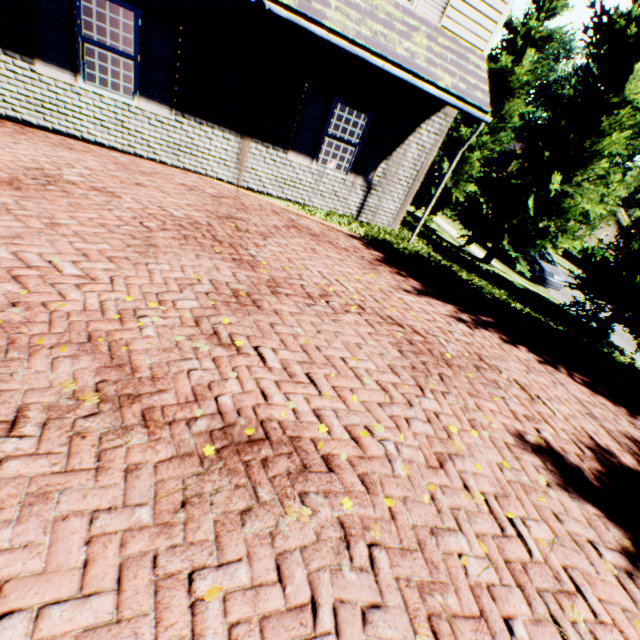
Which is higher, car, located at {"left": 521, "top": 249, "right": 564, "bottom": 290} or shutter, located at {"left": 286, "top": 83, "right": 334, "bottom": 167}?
shutter, located at {"left": 286, "top": 83, "right": 334, "bottom": 167}

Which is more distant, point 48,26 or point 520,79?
point 520,79

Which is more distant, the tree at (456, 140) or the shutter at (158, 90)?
the tree at (456, 140)

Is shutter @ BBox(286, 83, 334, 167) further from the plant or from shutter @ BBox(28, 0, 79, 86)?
the plant

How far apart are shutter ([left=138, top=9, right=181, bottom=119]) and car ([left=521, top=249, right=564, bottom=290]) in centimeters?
1758cm

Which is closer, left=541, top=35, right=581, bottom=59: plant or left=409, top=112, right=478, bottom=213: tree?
left=409, top=112, right=478, bottom=213: tree

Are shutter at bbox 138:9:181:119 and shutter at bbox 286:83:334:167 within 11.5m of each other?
yes

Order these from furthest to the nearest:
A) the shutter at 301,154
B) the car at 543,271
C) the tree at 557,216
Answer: the car at 543,271 < the tree at 557,216 < the shutter at 301,154
